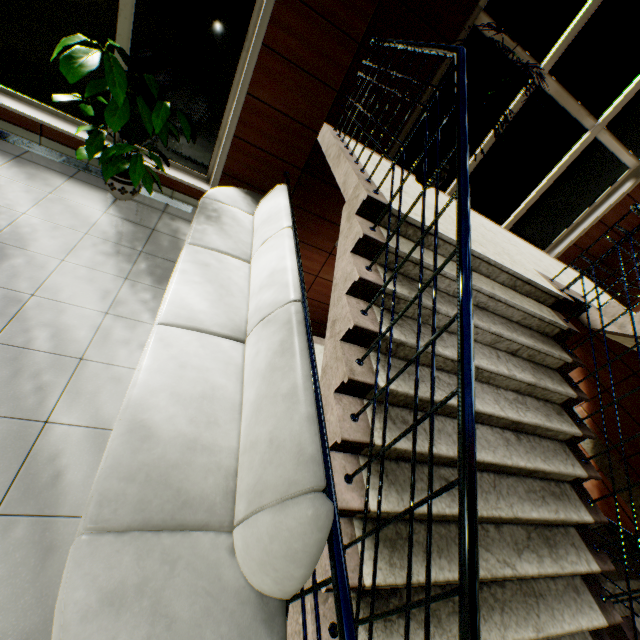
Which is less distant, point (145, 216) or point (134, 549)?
point (134, 549)

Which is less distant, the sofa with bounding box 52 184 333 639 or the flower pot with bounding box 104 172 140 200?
the sofa with bounding box 52 184 333 639

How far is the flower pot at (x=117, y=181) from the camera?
3.6m

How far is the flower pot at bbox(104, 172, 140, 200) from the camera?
3.6 meters

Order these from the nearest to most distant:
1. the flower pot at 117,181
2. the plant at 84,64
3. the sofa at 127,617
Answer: the sofa at 127,617 → the plant at 84,64 → the flower pot at 117,181

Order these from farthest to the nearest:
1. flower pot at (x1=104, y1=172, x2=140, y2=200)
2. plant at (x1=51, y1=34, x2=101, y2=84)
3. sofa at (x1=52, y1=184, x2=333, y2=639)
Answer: flower pot at (x1=104, y1=172, x2=140, y2=200), plant at (x1=51, y1=34, x2=101, y2=84), sofa at (x1=52, y1=184, x2=333, y2=639)

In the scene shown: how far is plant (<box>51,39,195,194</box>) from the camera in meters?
3.0 m

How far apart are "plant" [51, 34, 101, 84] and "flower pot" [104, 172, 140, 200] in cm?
70
